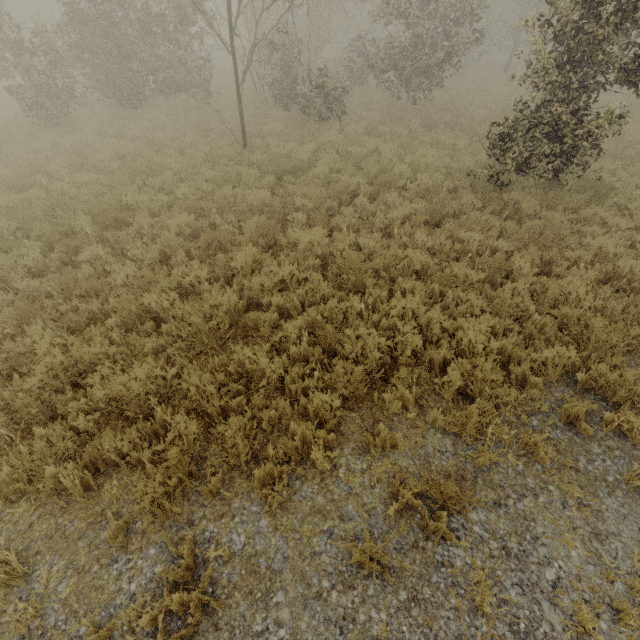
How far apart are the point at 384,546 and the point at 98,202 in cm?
916
